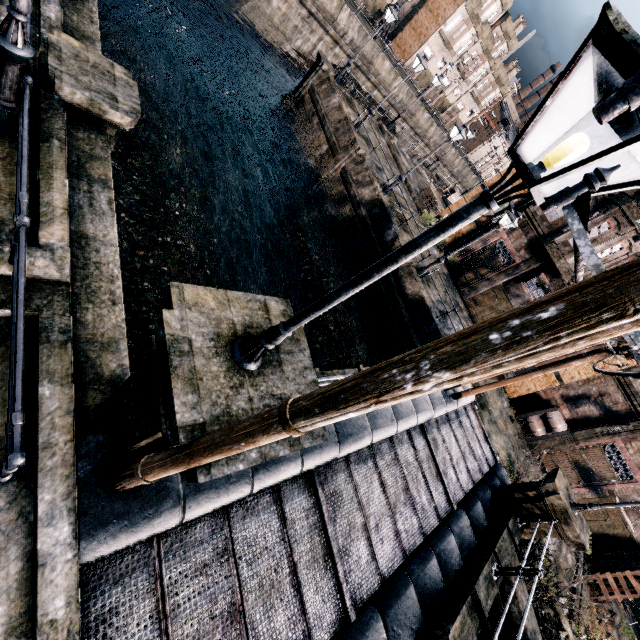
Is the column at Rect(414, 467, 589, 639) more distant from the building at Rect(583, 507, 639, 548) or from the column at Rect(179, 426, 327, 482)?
the building at Rect(583, 507, 639, 548)

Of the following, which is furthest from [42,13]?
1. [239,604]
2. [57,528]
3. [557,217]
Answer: [557,217]

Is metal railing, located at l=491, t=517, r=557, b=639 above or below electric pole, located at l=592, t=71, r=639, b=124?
below

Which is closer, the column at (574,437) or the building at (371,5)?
the column at (574,437)

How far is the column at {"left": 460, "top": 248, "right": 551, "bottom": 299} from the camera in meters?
22.1

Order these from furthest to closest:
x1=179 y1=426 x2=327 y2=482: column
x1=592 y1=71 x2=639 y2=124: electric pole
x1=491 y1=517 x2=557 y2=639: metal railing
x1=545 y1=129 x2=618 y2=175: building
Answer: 1. x1=545 y1=129 x2=618 y2=175: building
2. x1=491 y1=517 x2=557 y2=639: metal railing
3. x1=179 y1=426 x2=327 y2=482: column
4. x1=592 y1=71 x2=639 y2=124: electric pole

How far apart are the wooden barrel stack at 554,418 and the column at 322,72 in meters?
28.3

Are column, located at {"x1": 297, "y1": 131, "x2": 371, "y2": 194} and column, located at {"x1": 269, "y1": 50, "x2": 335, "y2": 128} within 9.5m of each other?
yes
